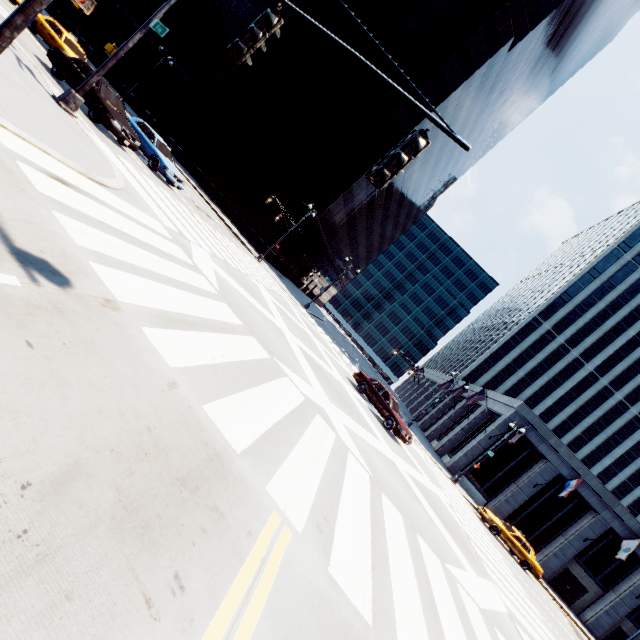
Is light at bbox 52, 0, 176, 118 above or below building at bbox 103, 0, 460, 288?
below

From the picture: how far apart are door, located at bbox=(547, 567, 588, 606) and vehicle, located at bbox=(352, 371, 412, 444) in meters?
26.7

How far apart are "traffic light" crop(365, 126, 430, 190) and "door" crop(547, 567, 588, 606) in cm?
4215

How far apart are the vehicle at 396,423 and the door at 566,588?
26.71m

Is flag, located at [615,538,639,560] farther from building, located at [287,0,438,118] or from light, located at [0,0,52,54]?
building, located at [287,0,438,118]

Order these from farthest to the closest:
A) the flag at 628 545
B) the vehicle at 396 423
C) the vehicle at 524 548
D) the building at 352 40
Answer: the building at 352 40 → the flag at 628 545 → the vehicle at 524 548 → the vehicle at 396 423

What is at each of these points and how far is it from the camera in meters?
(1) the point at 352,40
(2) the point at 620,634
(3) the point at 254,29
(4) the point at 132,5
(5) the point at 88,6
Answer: (1) building, 39.0
(2) door, 29.0
(3) traffic light, 4.5
(4) building, 44.1
(5) crosswalk signal, 5.5

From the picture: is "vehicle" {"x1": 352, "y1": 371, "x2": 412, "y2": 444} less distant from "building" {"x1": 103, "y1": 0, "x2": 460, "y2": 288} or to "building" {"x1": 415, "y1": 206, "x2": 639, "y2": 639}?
"building" {"x1": 415, "y1": 206, "x2": 639, "y2": 639}
